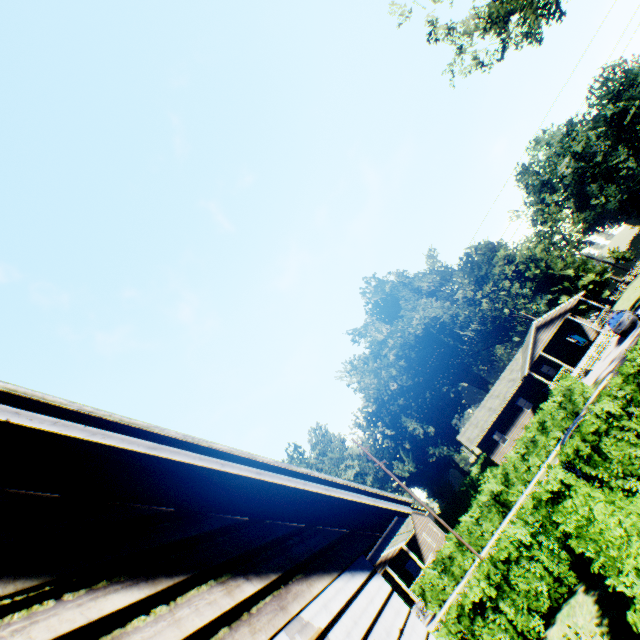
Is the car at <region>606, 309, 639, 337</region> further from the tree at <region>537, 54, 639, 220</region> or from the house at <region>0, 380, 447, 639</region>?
the house at <region>0, 380, 447, 639</region>

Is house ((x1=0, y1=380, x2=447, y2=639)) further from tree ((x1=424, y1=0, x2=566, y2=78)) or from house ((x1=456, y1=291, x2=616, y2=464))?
house ((x1=456, y1=291, x2=616, y2=464))

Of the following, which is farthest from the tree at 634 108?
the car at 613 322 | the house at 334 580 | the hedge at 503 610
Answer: the house at 334 580

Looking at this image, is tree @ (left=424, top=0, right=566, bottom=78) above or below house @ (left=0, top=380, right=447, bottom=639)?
above

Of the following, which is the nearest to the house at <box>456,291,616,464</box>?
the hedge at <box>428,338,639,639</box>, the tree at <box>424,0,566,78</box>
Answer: the tree at <box>424,0,566,78</box>

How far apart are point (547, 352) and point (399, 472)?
29.20m

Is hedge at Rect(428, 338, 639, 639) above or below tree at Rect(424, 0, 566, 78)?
below

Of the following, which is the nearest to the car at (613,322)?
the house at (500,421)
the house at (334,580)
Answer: the house at (500,421)
